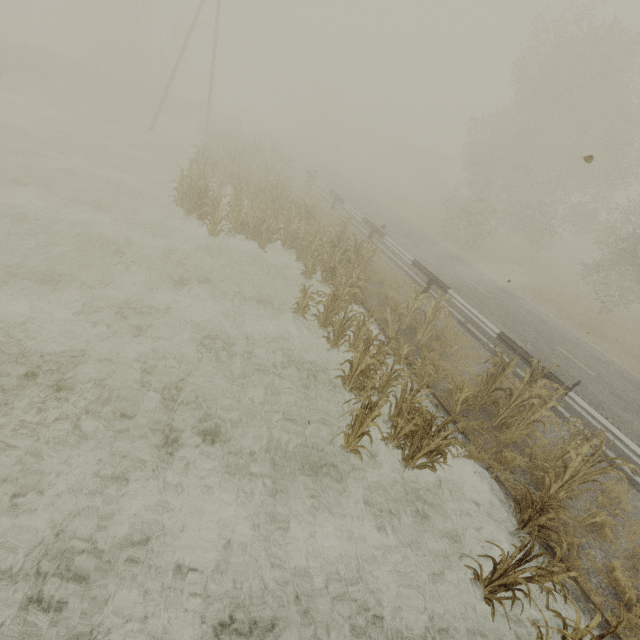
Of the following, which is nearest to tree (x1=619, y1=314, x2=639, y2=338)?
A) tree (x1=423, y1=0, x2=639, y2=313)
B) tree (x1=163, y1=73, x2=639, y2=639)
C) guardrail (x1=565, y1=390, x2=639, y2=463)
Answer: tree (x1=423, y1=0, x2=639, y2=313)

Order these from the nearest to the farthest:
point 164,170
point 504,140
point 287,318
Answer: point 287,318
point 164,170
point 504,140

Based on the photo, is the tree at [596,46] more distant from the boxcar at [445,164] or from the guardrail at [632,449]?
the boxcar at [445,164]

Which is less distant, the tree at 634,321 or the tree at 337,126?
the tree at 634,321

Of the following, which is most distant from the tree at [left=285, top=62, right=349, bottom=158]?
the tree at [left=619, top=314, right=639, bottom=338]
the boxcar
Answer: the tree at [left=619, top=314, right=639, bottom=338]

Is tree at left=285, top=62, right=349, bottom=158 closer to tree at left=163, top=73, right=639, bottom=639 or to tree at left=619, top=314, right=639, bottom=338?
tree at left=619, top=314, right=639, bottom=338

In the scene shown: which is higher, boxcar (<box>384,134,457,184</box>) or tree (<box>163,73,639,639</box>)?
boxcar (<box>384,134,457,184</box>)

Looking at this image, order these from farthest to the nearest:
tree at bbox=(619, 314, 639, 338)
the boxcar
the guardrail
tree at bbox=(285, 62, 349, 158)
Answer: the boxcar → tree at bbox=(285, 62, 349, 158) → tree at bbox=(619, 314, 639, 338) → the guardrail
